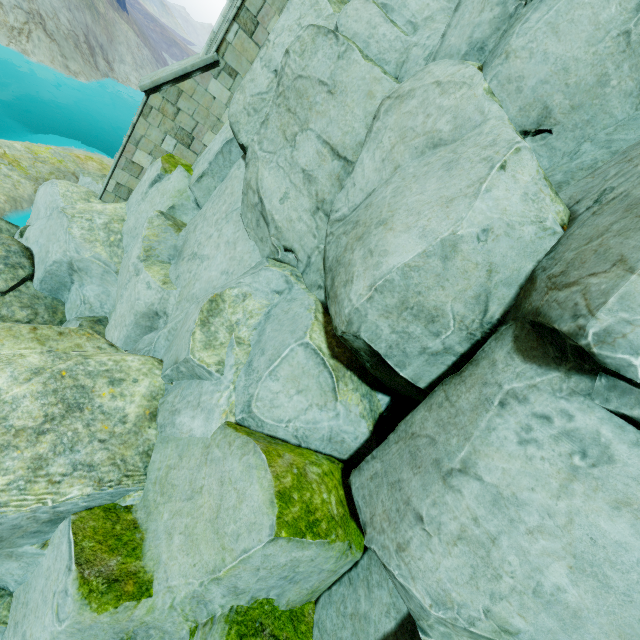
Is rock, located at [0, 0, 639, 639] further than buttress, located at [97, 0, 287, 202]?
No

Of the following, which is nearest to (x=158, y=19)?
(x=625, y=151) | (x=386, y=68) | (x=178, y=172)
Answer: (x=178, y=172)

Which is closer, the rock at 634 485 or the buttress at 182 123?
the rock at 634 485
